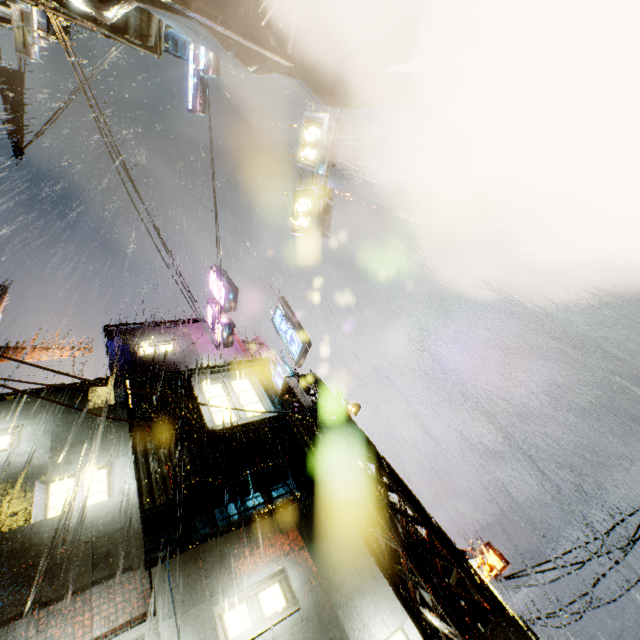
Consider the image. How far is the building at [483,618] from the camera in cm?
679

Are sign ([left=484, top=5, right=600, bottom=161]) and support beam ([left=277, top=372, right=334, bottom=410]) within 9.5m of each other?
yes

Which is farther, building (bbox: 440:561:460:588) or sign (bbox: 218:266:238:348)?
sign (bbox: 218:266:238:348)

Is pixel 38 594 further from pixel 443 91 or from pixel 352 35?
pixel 443 91

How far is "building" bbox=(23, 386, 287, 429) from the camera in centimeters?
989cm

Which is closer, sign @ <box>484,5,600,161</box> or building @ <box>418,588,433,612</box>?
sign @ <box>484,5,600,161</box>

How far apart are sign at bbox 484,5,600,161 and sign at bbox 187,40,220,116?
14.90m

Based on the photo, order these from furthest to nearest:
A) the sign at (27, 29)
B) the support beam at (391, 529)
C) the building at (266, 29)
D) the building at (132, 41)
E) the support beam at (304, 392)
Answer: the support beam at (304, 392) < the sign at (27, 29) < the building at (132, 41) < the support beam at (391, 529) < the building at (266, 29)
